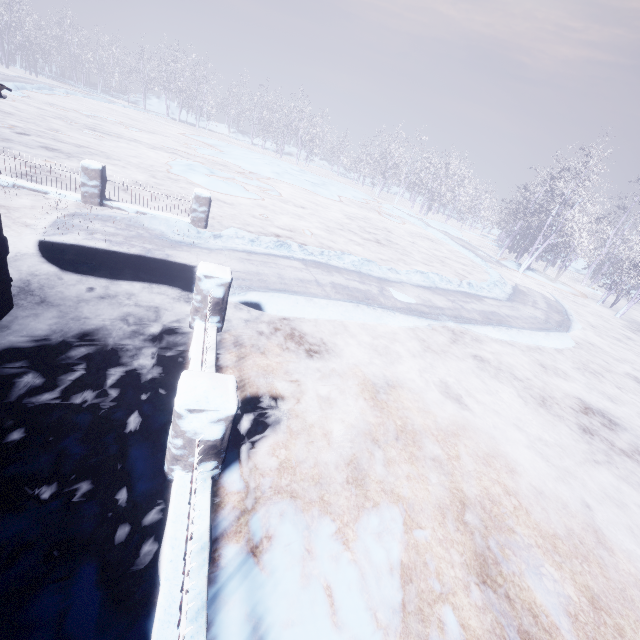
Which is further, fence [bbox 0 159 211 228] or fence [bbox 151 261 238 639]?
fence [bbox 0 159 211 228]

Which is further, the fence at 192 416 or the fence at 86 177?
the fence at 86 177

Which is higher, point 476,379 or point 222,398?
point 222,398
